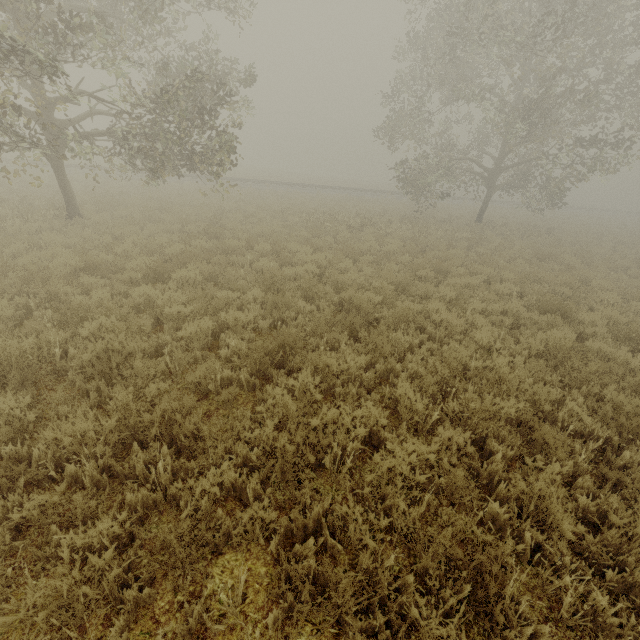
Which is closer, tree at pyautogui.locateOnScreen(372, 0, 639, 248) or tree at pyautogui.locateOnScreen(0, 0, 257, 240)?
tree at pyautogui.locateOnScreen(0, 0, 257, 240)

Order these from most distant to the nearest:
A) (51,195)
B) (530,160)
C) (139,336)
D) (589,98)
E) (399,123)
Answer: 1. (399,123)
2. (530,160)
3. (51,195)
4. (589,98)
5. (139,336)

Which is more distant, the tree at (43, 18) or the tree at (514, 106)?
the tree at (514, 106)
